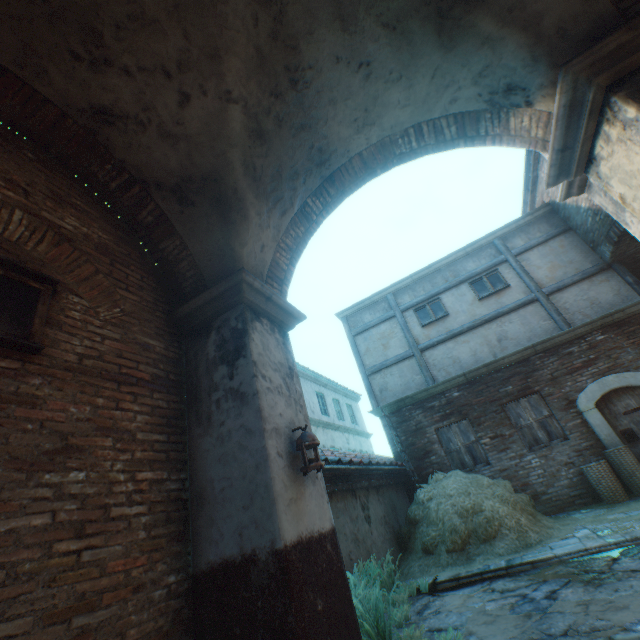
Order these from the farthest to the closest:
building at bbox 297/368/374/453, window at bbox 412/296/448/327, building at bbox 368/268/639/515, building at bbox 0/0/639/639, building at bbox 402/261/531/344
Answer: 1. building at bbox 297/368/374/453
2. window at bbox 412/296/448/327
3. building at bbox 402/261/531/344
4. building at bbox 368/268/639/515
5. building at bbox 0/0/639/639

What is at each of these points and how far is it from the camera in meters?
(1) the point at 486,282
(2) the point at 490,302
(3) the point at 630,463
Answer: (1) window, 10.5 m
(2) building, 10.3 m
(3) wicker basket, 7.0 m

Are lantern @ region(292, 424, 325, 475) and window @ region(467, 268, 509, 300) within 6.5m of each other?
no

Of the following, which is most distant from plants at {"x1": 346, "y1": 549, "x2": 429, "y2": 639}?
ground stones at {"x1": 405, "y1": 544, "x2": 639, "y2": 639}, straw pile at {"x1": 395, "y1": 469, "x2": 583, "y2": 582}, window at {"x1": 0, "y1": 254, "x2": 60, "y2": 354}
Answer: window at {"x1": 0, "y1": 254, "x2": 60, "y2": 354}

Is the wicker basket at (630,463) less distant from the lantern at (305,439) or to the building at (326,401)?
the lantern at (305,439)

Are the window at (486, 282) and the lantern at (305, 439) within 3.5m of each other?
no

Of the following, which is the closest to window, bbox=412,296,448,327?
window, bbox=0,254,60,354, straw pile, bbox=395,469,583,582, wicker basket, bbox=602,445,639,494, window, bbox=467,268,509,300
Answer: window, bbox=467,268,509,300

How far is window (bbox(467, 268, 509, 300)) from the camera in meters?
10.3 m
